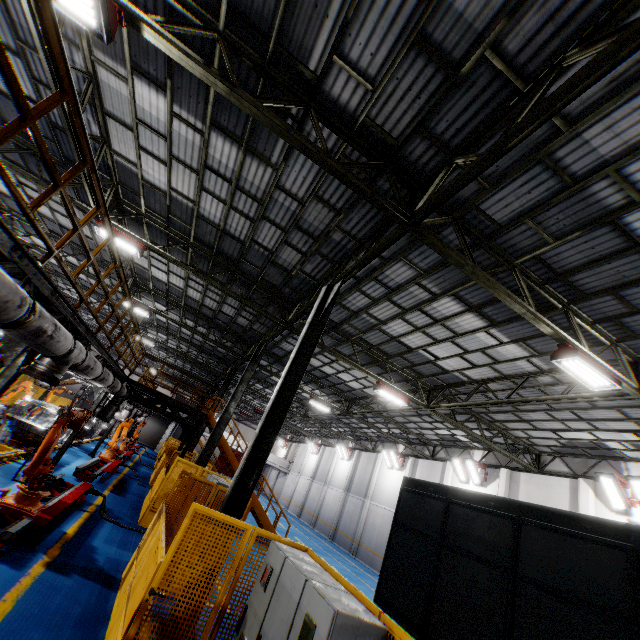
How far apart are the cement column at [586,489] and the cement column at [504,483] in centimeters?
337cm

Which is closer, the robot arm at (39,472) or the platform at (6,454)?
the robot arm at (39,472)

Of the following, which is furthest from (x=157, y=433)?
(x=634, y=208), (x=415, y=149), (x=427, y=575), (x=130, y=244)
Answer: (x=634, y=208)

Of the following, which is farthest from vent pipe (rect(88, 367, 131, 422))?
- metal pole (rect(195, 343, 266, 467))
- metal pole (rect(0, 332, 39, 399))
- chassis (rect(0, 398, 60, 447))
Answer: metal pole (rect(195, 343, 266, 467))

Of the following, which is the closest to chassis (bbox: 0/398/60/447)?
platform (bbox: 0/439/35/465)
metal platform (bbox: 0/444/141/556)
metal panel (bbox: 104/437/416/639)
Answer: platform (bbox: 0/439/35/465)

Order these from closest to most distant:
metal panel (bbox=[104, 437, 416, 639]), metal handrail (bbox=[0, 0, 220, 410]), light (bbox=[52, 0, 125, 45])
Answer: metal handrail (bbox=[0, 0, 220, 410]) → metal panel (bbox=[104, 437, 416, 639]) → light (bbox=[52, 0, 125, 45])

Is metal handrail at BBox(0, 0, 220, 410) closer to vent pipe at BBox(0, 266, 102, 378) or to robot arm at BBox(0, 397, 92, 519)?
vent pipe at BBox(0, 266, 102, 378)

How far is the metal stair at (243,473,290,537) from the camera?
15.69m
